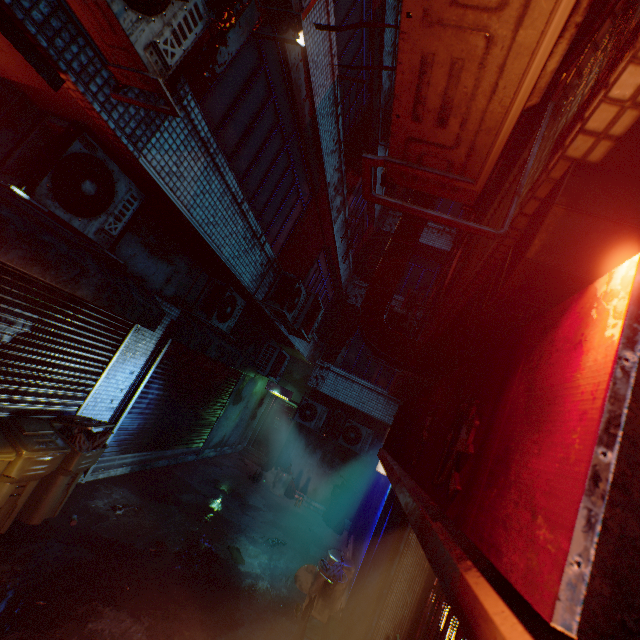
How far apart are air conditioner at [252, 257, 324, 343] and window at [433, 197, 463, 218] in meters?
6.6

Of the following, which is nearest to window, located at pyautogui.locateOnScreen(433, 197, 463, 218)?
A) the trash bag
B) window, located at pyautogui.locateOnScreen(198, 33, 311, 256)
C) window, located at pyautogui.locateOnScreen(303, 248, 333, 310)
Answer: window, located at pyautogui.locateOnScreen(303, 248, 333, 310)

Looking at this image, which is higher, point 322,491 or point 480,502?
point 480,502

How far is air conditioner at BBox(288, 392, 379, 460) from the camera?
8.8 meters

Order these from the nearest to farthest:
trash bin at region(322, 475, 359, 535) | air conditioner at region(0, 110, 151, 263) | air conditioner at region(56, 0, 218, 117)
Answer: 1. air conditioner at region(56, 0, 218, 117)
2. air conditioner at region(0, 110, 151, 263)
3. trash bin at region(322, 475, 359, 535)

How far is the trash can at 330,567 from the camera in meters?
4.4

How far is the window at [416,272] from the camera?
10.7m

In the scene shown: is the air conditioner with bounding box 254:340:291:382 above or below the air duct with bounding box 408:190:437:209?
below
